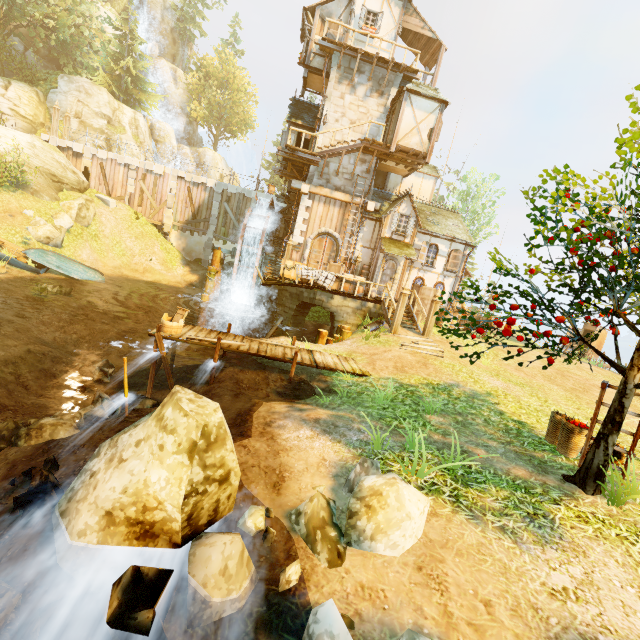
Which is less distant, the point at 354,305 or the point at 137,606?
the point at 137,606

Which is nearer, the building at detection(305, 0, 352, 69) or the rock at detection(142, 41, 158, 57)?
the building at detection(305, 0, 352, 69)

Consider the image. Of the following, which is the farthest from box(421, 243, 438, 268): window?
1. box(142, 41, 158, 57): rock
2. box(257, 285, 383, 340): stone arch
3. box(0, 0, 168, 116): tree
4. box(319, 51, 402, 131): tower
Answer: box(142, 41, 158, 57): rock

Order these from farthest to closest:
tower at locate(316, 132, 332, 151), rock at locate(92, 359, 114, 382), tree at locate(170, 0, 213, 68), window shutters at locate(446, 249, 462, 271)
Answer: tree at locate(170, 0, 213, 68) → window shutters at locate(446, 249, 462, 271) → tower at locate(316, 132, 332, 151) → rock at locate(92, 359, 114, 382)

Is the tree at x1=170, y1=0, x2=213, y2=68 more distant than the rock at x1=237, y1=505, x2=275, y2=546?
Yes

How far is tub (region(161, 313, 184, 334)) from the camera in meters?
10.0 m

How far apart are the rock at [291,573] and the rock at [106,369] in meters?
9.8 m

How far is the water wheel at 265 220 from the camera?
18.9m
